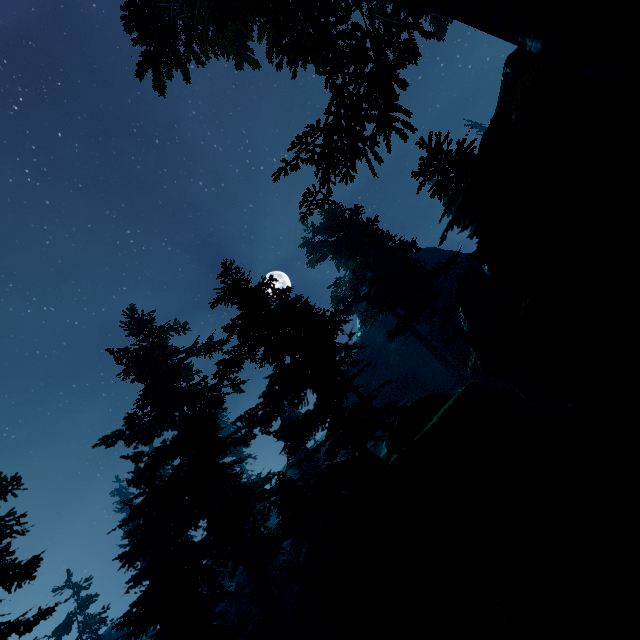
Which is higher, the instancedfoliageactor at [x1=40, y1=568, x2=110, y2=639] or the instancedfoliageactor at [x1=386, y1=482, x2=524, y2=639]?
the instancedfoliageactor at [x1=40, y1=568, x2=110, y2=639]

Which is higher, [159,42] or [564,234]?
[159,42]

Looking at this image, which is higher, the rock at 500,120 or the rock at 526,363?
the rock at 500,120

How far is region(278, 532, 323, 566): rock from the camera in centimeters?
1911cm

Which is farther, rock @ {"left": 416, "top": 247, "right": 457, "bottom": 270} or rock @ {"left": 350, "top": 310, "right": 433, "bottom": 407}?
rock @ {"left": 416, "top": 247, "right": 457, "bottom": 270}

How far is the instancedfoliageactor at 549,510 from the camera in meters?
13.4
